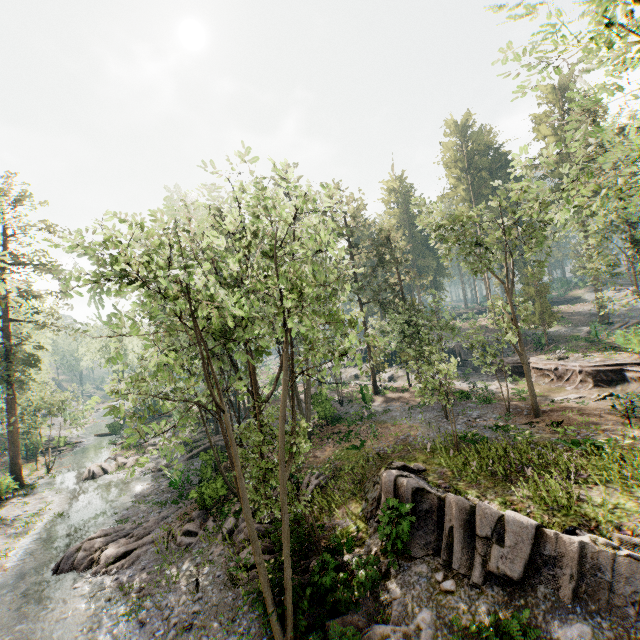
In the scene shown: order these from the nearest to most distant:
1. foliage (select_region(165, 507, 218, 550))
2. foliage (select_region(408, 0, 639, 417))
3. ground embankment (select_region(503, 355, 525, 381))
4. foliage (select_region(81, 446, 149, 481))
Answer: foliage (select_region(408, 0, 639, 417)) → foliage (select_region(81, 446, 149, 481)) → foliage (select_region(165, 507, 218, 550)) → ground embankment (select_region(503, 355, 525, 381))

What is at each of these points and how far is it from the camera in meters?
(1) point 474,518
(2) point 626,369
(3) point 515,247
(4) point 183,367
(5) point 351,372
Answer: (1) rock, 11.3 m
(2) ground embankment, 23.8 m
(3) foliage, 24.7 m
(4) foliage, 22.2 m
(5) rock, 51.4 m

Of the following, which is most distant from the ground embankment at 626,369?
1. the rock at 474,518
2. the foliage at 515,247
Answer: the rock at 474,518

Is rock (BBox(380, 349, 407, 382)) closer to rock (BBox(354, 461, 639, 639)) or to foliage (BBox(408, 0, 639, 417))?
foliage (BBox(408, 0, 639, 417))

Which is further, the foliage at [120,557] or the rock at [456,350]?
the rock at [456,350]

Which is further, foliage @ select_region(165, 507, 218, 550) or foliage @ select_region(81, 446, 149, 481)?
foliage @ select_region(165, 507, 218, 550)

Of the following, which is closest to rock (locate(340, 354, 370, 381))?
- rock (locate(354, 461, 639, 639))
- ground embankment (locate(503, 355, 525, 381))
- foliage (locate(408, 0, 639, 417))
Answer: ground embankment (locate(503, 355, 525, 381))
